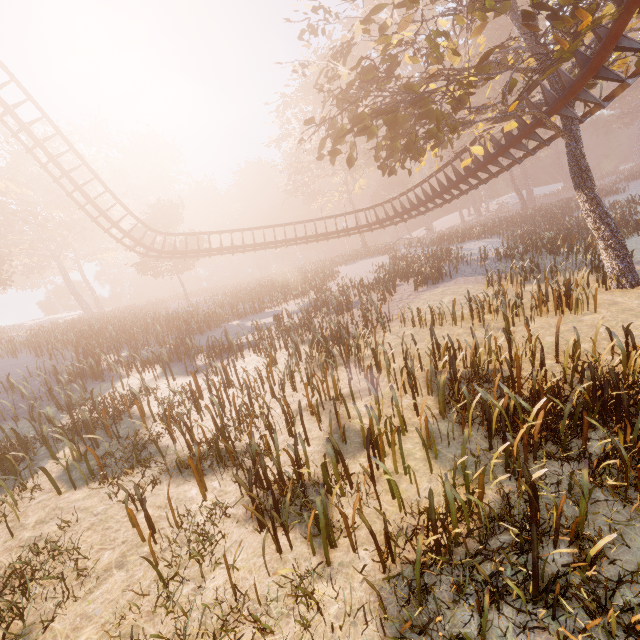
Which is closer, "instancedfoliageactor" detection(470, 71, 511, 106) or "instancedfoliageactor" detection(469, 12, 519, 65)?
"instancedfoliageactor" detection(470, 71, 511, 106)

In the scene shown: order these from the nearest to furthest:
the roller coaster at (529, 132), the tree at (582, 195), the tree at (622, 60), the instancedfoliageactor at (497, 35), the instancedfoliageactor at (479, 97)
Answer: the tree at (582, 195), the tree at (622, 60), the roller coaster at (529, 132), the instancedfoliageactor at (479, 97), the instancedfoliageactor at (497, 35)

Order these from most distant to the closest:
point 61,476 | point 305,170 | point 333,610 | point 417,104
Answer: point 305,170
point 417,104
point 61,476
point 333,610

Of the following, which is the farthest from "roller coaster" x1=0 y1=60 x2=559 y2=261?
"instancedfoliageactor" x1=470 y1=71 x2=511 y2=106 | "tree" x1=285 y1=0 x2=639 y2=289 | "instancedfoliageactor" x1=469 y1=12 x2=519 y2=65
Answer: "instancedfoliageactor" x1=469 y1=12 x2=519 y2=65

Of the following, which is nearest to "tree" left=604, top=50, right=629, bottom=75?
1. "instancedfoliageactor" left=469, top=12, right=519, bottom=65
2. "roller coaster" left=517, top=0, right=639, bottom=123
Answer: "roller coaster" left=517, top=0, right=639, bottom=123

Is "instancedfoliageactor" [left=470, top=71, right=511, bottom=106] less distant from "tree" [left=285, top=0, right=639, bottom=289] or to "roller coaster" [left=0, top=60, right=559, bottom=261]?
"tree" [left=285, top=0, right=639, bottom=289]

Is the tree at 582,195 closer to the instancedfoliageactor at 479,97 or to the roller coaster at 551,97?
the roller coaster at 551,97

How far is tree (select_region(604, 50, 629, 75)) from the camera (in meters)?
12.25
